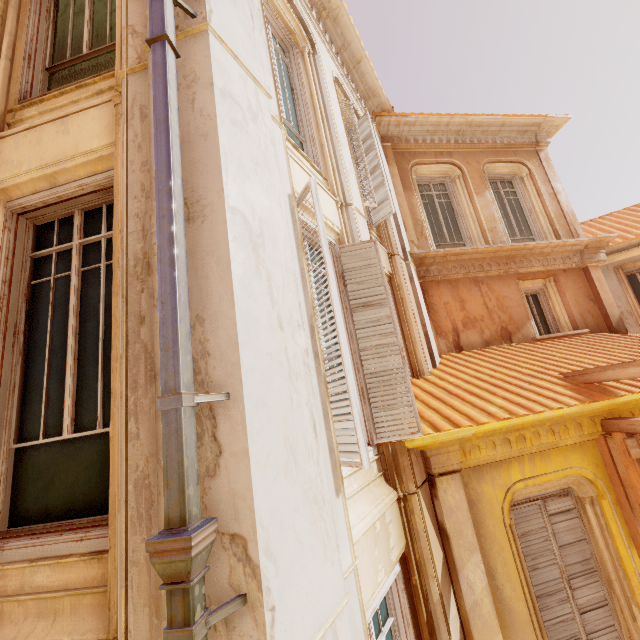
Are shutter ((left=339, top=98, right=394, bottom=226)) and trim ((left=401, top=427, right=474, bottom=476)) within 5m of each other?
yes

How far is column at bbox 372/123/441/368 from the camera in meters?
6.7

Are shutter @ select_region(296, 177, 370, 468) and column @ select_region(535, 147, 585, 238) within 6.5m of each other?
no

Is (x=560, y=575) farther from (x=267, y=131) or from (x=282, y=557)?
(x=267, y=131)

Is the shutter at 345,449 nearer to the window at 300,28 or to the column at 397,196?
the window at 300,28

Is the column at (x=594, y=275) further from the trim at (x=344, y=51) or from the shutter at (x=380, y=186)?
the shutter at (x=380, y=186)

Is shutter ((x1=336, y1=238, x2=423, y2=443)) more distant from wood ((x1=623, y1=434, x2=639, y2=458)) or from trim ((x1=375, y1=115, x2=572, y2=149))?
trim ((x1=375, y1=115, x2=572, y2=149))

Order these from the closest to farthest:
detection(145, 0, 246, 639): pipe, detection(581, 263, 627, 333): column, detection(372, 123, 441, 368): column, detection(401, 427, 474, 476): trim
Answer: detection(145, 0, 246, 639): pipe → detection(401, 427, 474, 476): trim → detection(372, 123, 441, 368): column → detection(581, 263, 627, 333): column
